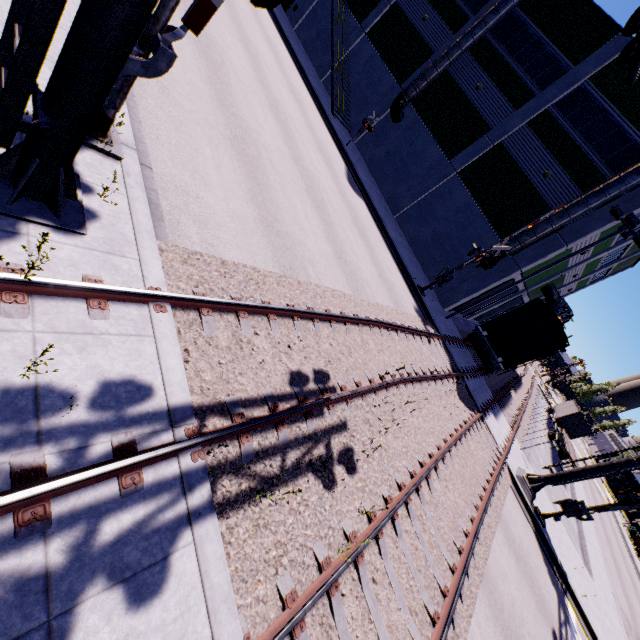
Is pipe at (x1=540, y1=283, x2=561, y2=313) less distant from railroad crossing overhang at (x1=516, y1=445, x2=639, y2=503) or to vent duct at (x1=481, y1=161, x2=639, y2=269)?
vent duct at (x1=481, y1=161, x2=639, y2=269)

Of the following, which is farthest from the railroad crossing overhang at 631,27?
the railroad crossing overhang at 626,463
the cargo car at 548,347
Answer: the railroad crossing overhang at 626,463

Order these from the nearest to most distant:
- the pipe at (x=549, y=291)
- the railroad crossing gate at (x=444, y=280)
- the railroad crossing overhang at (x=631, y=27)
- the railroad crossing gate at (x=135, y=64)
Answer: the railroad crossing gate at (x=135, y=64) → the railroad crossing overhang at (x=631, y=27) → the railroad crossing gate at (x=444, y=280) → the pipe at (x=549, y=291)

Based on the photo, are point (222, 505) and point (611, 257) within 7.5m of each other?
no

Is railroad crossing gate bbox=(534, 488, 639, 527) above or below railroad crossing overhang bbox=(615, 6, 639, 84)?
below

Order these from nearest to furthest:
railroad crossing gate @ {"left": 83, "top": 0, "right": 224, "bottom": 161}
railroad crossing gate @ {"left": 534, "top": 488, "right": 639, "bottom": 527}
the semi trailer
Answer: railroad crossing gate @ {"left": 83, "top": 0, "right": 224, "bottom": 161} → railroad crossing gate @ {"left": 534, "top": 488, "right": 639, "bottom": 527} → the semi trailer

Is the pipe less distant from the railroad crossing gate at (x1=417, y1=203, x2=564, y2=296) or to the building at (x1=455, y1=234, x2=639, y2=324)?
the building at (x1=455, y1=234, x2=639, y2=324)

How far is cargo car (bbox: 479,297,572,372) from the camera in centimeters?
1783cm
